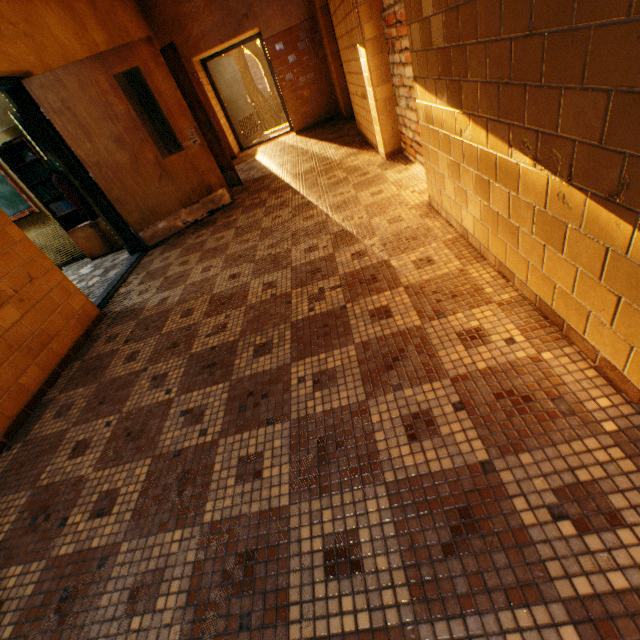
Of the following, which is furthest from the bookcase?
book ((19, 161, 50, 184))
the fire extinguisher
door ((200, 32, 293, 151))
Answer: door ((200, 32, 293, 151))

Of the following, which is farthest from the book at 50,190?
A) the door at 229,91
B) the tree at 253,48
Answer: the tree at 253,48

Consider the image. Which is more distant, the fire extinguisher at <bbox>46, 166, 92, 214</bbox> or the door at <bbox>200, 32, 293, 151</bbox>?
the door at <bbox>200, 32, 293, 151</bbox>

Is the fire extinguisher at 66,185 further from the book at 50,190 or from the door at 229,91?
the door at 229,91

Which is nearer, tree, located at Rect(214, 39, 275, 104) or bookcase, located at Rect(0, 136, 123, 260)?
bookcase, located at Rect(0, 136, 123, 260)

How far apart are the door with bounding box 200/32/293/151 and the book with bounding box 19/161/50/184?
5.6m

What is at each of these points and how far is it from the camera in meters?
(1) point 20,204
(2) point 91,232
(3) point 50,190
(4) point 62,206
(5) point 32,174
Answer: (1) blackboard, 5.2
(2) bookcase, 5.2
(3) book, 4.8
(4) book, 4.9
(5) book, 4.7

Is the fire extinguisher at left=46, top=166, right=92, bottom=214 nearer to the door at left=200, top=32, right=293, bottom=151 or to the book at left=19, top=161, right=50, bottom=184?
the book at left=19, top=161, right=50, bottom=184
